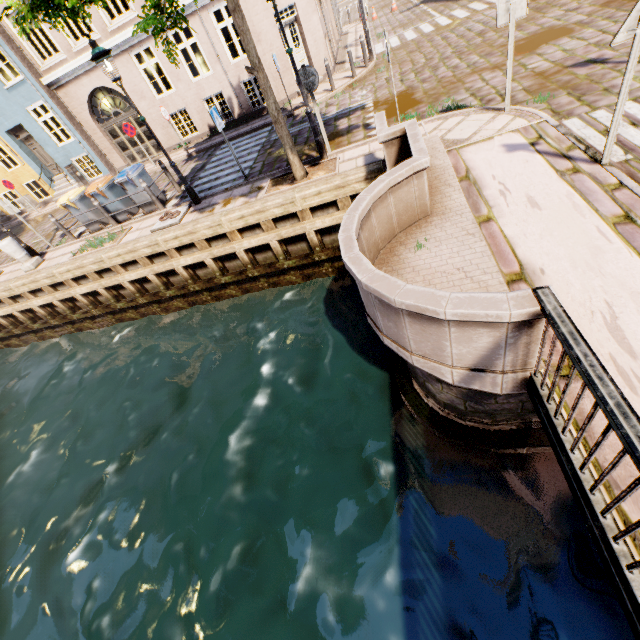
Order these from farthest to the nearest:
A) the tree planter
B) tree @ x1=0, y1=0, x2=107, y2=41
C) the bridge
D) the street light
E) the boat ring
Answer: the boat ring → the tree planter → the street light → tree @ x1=0, y1=0, x2=107, y2=41 → the bridge

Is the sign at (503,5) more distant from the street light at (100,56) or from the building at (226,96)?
the building at (226,96)

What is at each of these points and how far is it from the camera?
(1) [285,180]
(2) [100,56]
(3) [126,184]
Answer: (1) tree planter, 8.4m
(2) street light, 6.9m
(3) trash bin, 10.2m

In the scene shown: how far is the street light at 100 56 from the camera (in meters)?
6.92

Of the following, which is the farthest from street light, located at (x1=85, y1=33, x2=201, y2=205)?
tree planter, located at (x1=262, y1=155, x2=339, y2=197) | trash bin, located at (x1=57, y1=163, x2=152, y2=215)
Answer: trash bin, located at (x1=57, y1=163, x2=152, y2=215)

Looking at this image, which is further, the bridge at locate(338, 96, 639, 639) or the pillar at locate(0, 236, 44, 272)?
the pillar at locate(0, 236, 44, 272)

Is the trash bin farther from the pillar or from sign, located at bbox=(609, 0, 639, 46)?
sign, located at bbox=(609, 0, 639, 46)

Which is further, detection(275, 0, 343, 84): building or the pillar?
detection(275, 0, 343, 84): building
